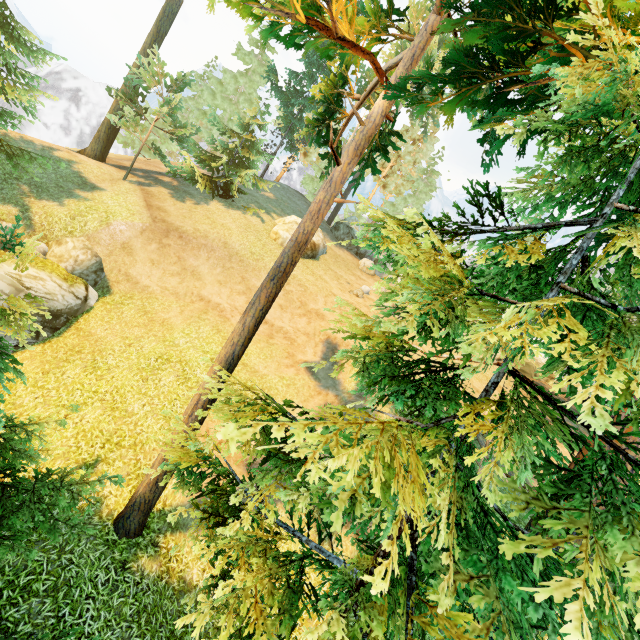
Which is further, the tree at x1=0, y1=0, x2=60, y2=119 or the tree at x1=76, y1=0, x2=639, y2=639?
the tree at x1=0, y1=0, x2=60, y2=119

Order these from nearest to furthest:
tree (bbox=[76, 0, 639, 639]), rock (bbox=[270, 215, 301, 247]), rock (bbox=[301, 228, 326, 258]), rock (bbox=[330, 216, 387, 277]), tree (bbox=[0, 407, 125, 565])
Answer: tree (bbox=[76, 0, 639, 639])
tree (bbox=[0, 407, 125, 565])
rock (bbox=[270, 215, 301, 247])
rock (bbox=[301, 228, 326, 258])
rock (bbox=[330, 216, 387, 277])

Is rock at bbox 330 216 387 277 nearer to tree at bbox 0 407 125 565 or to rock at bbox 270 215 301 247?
rock at bbox 270 215 301 247

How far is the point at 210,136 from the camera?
33.91m

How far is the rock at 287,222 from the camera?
22.28m

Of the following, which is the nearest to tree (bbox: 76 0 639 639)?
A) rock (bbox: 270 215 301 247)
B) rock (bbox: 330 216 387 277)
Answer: rock (bbox: 330 216 387 277)

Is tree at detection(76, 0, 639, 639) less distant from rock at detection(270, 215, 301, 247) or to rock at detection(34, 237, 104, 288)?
rock at detection(34, 237, 104, 288)

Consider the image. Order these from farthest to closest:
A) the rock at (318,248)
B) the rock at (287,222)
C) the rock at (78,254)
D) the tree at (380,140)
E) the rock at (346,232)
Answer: the rock at (346,232), the rock at (318,248), the rock at (287,222), the rock at (78,254), the tree at (380,140)
